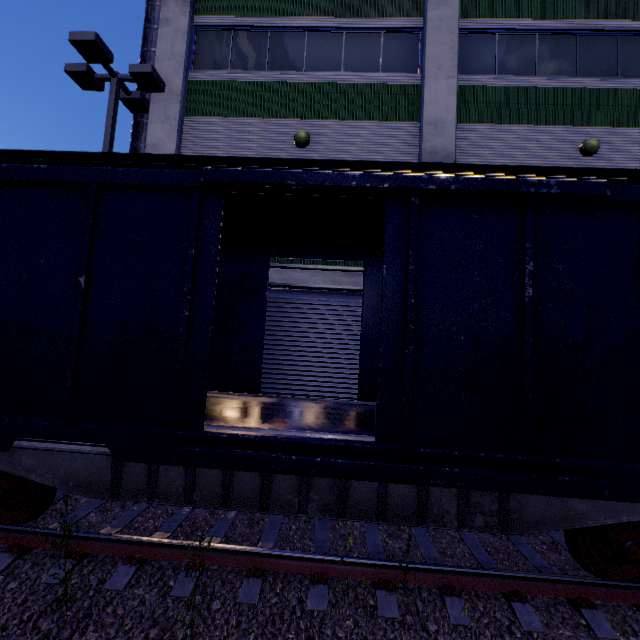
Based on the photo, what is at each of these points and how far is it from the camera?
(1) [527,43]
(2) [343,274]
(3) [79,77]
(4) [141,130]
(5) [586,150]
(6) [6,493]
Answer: (1) building, 9.50m
(2) building, 9.03m
(3) light, 8.77m
(4) vent duct, 10.44m
(5) light, 8.80m
(6) bogie, 4.02m

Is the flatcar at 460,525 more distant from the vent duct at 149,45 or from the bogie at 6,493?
the vent duct at 149,45

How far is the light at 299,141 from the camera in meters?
9.1 m

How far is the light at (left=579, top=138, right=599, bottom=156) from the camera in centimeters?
875cm

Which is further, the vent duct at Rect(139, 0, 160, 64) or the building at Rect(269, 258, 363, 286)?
the vent duct at Rect(139, 0, 160, 64)

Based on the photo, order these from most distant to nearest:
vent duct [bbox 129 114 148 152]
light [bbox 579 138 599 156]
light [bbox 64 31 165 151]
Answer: vent duct [bbox 129 114 148 152] → light [bbox 579 138 599 156] → light [bbox 64 31 165 151]

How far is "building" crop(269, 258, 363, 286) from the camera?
8.9 meters

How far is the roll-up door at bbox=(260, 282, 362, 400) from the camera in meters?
9.0 m
